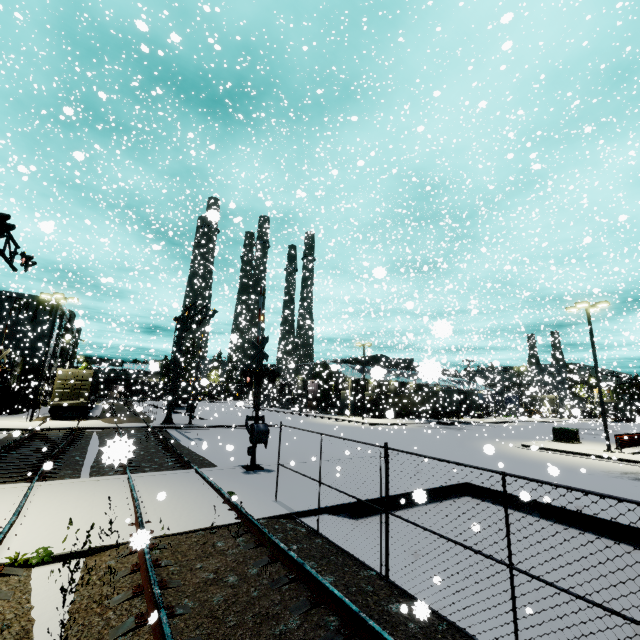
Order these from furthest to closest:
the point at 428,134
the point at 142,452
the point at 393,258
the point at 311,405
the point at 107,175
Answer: the point at 311,405 → the point at 393,258 → the point at 107,175 → the point at 428,134 → the point at 142,452

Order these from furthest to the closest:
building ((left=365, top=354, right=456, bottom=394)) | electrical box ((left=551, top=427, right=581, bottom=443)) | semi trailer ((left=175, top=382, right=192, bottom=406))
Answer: semi trailer ((left=175, top=382, right=192, bottom=406)) → electrical box ((left=551, top=427, right=581, bottom=443)) → building ((left=365, top=354, right=456, bottom=394))

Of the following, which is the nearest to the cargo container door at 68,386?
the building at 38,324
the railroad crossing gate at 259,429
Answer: the building at 38,324

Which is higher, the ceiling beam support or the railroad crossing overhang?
the railroad crossing overhang

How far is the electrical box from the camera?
24.58m

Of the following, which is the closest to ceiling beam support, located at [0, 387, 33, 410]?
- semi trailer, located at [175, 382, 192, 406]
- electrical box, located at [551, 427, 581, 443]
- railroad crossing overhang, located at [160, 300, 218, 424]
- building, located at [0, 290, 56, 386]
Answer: building, located at [0, 290, 56, 386]

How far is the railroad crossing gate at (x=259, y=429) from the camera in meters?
12.0

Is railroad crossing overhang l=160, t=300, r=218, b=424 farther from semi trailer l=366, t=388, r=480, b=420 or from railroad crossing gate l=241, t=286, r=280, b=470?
semi trailer l=366, t=388, r=480, b=420
